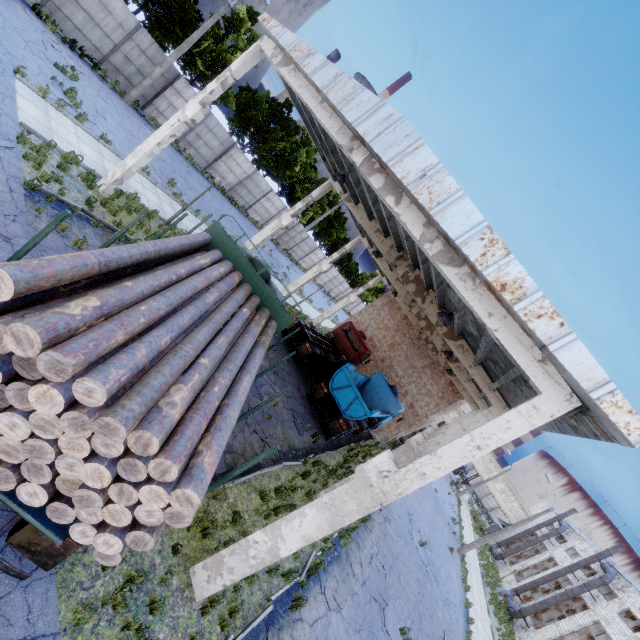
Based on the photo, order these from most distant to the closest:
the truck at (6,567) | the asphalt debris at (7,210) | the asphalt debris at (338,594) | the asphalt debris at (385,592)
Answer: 1. the asphalt debris at (385,592)
2. the asphalt debris at (338,594)
3. the asphalt debris at (7,210)
4. the truck at (6,567)

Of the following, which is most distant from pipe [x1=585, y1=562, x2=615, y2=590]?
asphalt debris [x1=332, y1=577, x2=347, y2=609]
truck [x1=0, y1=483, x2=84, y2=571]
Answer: truck [x1=0, y1=483, x2=84, y2=571]

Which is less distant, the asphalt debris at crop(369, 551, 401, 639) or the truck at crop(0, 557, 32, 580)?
the truck at crop(0, 557, 32, 580)

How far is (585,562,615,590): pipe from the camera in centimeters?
2823cm

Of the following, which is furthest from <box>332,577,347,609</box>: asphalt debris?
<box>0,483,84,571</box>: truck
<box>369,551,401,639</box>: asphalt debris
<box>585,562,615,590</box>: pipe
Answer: <box>585,562,615,590</box>: pipe

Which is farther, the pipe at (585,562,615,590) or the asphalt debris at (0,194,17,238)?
the pipe at (585,562,615,590)

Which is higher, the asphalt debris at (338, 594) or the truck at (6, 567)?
the truck at (6, 567)

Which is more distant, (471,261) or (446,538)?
(446,538)
